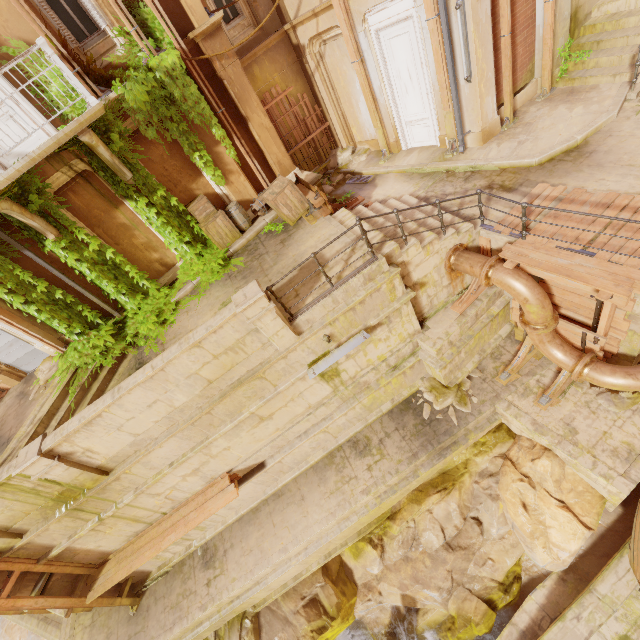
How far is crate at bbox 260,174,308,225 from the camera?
8.8m

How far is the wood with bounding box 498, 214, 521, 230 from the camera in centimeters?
720cm

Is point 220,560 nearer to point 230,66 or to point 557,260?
point 557,260

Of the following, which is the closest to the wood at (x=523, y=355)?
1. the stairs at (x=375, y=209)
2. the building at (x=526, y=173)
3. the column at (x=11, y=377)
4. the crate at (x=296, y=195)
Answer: the building at (x=526, y=173)

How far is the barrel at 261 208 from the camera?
10.04m

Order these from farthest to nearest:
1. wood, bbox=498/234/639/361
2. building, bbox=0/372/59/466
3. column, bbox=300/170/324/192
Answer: column, bbox=300/170/324/192 < building, bbox=0/372/59/466 < wood, bbox=498/234/639/361

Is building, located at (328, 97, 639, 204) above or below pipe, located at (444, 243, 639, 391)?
above

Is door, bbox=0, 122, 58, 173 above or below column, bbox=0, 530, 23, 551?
above
